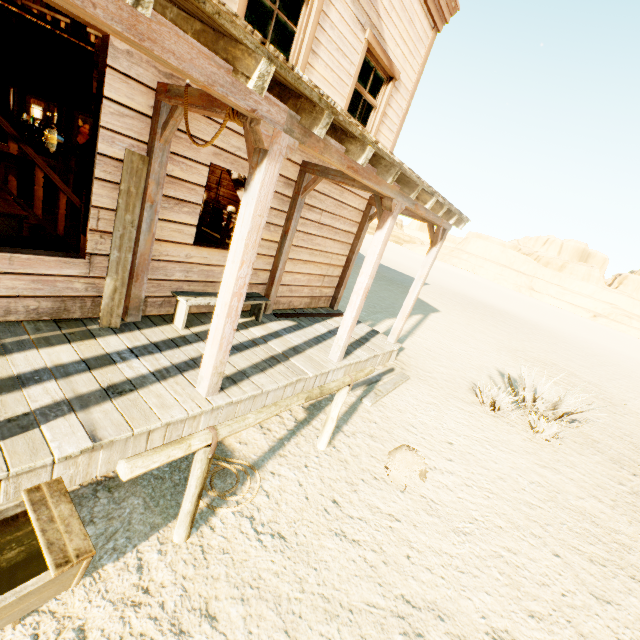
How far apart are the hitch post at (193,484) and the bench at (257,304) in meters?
2.3 m

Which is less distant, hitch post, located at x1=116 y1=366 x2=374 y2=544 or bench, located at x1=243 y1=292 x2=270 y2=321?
hitch post, located at x1=116 y1=366 x2=374 y2=544

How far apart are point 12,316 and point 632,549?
7.88m

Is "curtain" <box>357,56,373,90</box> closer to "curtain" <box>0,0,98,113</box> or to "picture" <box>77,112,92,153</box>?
Result: "curtain" <box>0,0,98,113</box>

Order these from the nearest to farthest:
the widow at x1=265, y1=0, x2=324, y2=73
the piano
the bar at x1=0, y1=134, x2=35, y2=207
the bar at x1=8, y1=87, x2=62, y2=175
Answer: the widow at x1=265, y1=0, x2=324, y2=73 < the bar at x1=0, y1=134, x2=35, y2=207 < the piano < the bar at x1=8, y1=87, x2=62, y2=175

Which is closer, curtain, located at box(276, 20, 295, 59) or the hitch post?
the hitch post

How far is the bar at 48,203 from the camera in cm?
731

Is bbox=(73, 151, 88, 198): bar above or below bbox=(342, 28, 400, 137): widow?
→ below
